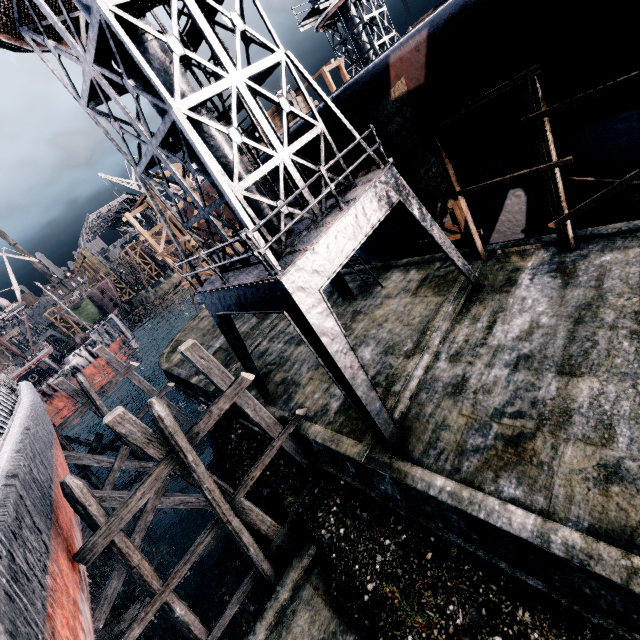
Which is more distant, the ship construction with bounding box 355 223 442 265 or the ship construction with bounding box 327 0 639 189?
the ship construction with bounding box 355 223 442 265

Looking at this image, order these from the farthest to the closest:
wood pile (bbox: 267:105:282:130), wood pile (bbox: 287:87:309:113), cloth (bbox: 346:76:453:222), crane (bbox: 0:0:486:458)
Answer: wood pile (bbox: 267:105:282:130) → wood pile (bbox: 287:87:309:113) → cloth (bbox: 346:76:453:222) → crane (bbox: 0:0:486:458)

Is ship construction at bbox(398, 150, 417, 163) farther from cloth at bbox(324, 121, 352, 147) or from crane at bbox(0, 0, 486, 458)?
crane at bbox(0, 0, 486, 458)

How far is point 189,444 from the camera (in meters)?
9.74

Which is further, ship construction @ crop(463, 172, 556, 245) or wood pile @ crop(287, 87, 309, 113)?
wood pile @ crop(287, 87, 309, 113)

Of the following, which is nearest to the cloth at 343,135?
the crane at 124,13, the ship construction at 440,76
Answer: the ship construction at 440,76

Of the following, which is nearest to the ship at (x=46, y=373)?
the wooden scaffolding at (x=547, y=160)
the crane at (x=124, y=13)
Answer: the crane at (x=124, y=13)

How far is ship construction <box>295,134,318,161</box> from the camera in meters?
13.1 m
